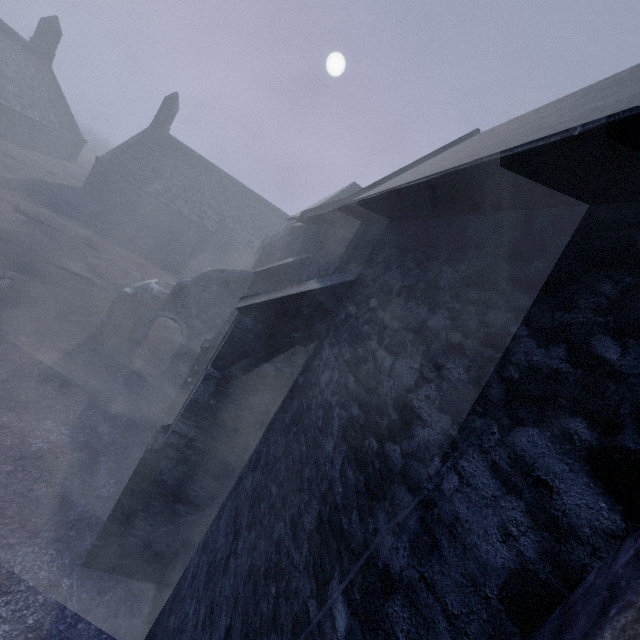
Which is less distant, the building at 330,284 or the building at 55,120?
the building at 330,284

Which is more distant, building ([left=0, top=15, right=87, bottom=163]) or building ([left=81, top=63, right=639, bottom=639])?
building ([left=0, top=15, right=87, bottom=163])

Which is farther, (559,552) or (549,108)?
(549,108)
